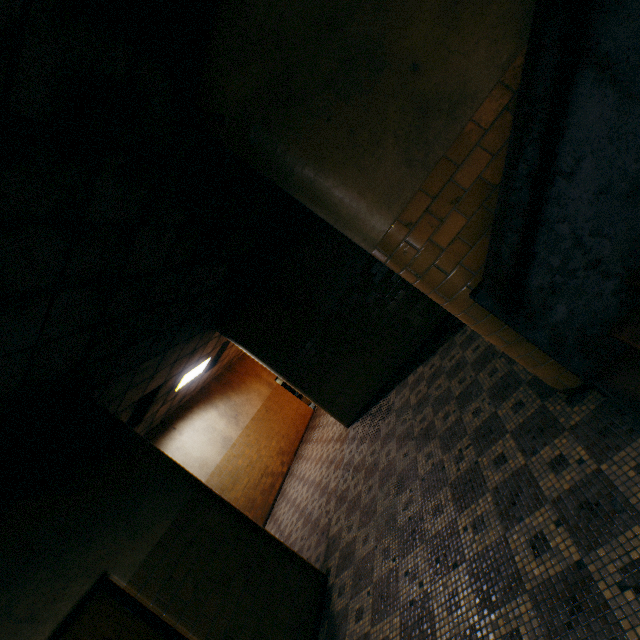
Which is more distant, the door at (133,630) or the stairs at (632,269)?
the door at (133,630)

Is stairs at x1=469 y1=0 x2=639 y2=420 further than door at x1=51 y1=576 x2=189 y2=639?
No

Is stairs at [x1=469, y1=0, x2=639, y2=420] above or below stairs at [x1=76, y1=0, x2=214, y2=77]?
below

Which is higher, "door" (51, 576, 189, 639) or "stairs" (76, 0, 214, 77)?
"stairs" (76, 0, 214, 77)

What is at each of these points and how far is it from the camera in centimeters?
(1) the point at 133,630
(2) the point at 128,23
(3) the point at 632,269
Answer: (1) door, 273cm
(2) stairs, 193cm
(3) stairs, 208cm
